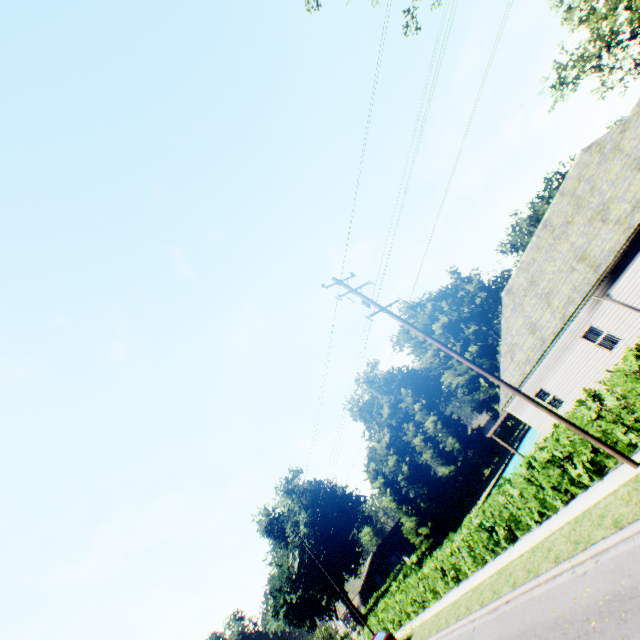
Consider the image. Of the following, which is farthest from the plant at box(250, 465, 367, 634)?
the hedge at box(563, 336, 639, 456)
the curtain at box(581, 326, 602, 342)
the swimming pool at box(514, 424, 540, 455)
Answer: the curtain at box(581, 326, 602, 342)

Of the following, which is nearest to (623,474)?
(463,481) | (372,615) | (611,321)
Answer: (611,321)

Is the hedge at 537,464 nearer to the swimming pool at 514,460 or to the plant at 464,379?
the plant at 464,379

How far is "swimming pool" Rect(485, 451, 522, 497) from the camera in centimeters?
3405cm

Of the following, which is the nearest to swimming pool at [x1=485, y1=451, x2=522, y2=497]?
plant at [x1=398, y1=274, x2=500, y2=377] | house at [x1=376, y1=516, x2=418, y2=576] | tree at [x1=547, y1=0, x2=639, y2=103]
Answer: plant at [x1=398, y1=274, x2=500, y2=377]

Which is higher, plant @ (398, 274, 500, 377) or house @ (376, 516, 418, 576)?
plant @ (398, 274, 500, 377)

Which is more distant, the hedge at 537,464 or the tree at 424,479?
the tree at 424,479

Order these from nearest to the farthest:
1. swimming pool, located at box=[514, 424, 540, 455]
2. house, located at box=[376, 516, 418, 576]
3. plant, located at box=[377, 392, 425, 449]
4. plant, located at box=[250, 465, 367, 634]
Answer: swimming pool, located at box=[514, 424, 540, 455] → plant, located at box=[250, 465, 367, 634] → house, located at box=[376, 516, 418, 576] → plant, located at box=[377, 392, 425, 449]
